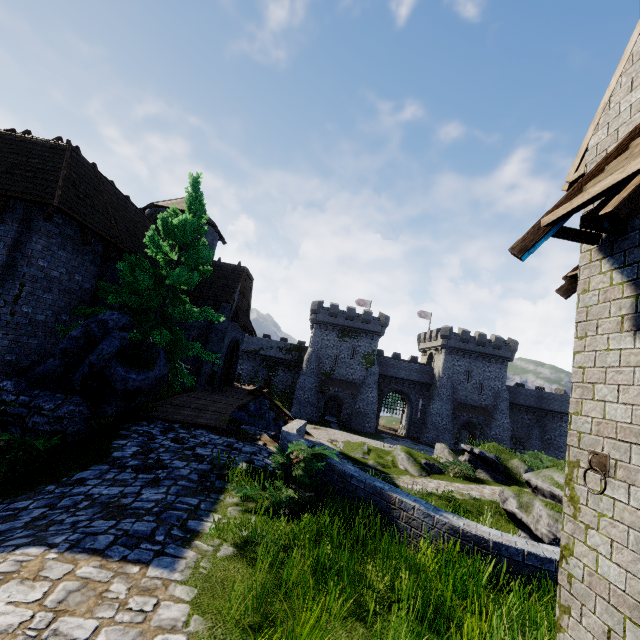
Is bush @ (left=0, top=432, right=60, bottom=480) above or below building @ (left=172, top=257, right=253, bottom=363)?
below

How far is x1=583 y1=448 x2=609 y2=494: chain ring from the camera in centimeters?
324cm

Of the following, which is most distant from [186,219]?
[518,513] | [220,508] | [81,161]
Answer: [518,513]

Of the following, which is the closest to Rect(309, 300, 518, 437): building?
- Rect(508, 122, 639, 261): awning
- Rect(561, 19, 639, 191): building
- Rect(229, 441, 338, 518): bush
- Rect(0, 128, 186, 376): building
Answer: Rect(0, 128, 186, 376): building

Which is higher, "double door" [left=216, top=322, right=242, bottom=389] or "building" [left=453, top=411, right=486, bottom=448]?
"double door" [left=216, top=322, right=242, bottom=389]

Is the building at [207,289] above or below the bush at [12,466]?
above

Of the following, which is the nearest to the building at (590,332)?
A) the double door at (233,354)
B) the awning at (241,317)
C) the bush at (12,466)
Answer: the bush at (12,466)

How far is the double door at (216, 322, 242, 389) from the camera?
22.28m
